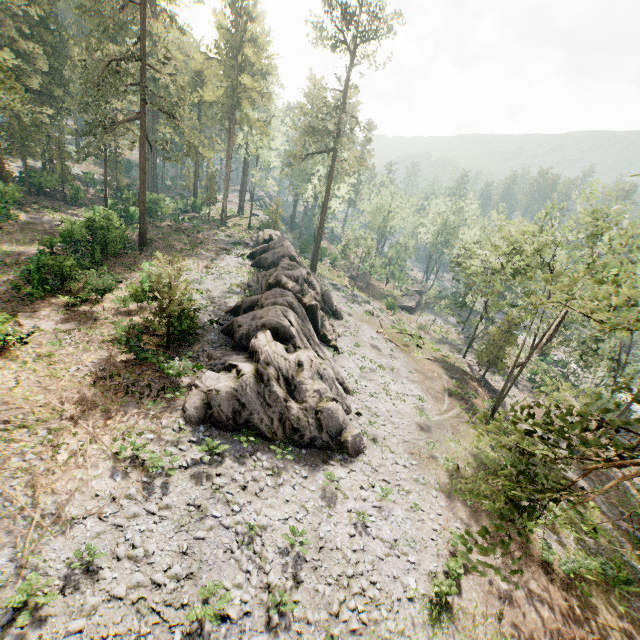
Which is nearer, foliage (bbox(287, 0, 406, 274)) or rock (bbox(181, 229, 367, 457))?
rock (bbox(181, 229, 367, 457))

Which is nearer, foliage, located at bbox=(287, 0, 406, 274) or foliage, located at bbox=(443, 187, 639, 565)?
foliage, located at bbox=(443, 187, 639, 565)

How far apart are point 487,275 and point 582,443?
21.54m

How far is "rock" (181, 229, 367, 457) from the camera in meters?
16.8 m

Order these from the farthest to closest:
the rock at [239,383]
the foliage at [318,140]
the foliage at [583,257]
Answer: the foliage at [318,140]
the rock at [239,383]
the foliage at [583,257]

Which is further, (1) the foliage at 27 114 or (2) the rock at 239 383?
(1) the foliage at 27 114

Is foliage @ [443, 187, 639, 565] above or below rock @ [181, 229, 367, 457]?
above
